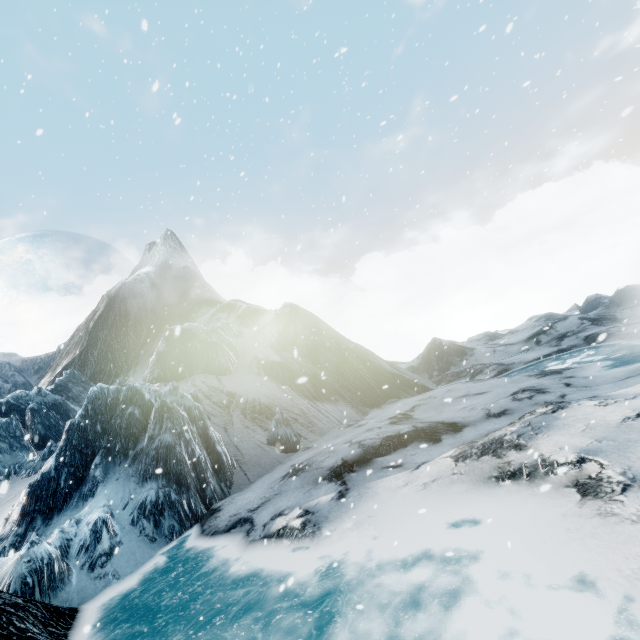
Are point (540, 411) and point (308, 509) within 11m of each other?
yes
